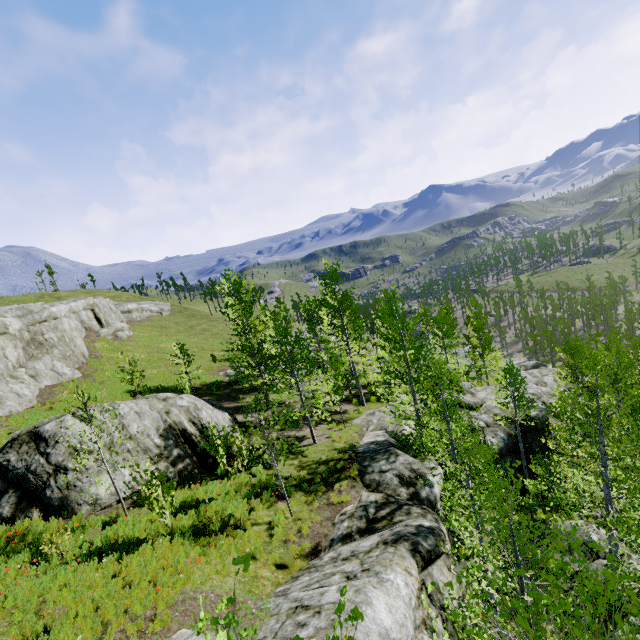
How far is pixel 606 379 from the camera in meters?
24.2 m

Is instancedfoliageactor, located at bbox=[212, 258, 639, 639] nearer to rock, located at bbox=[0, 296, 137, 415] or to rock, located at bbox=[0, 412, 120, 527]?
rock, located at bbox=[0, 296, 137, 415]

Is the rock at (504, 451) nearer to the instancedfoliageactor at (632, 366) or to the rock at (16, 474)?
the instancedfoliageactor at (632, 366)

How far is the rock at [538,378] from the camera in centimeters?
2045cm

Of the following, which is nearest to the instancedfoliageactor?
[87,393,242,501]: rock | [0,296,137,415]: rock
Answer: [0,296,137,415]: rock

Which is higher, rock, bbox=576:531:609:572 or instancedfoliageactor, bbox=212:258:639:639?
rock, bbox=576:531:609:572

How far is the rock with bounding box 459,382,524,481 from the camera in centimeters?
2025cm
